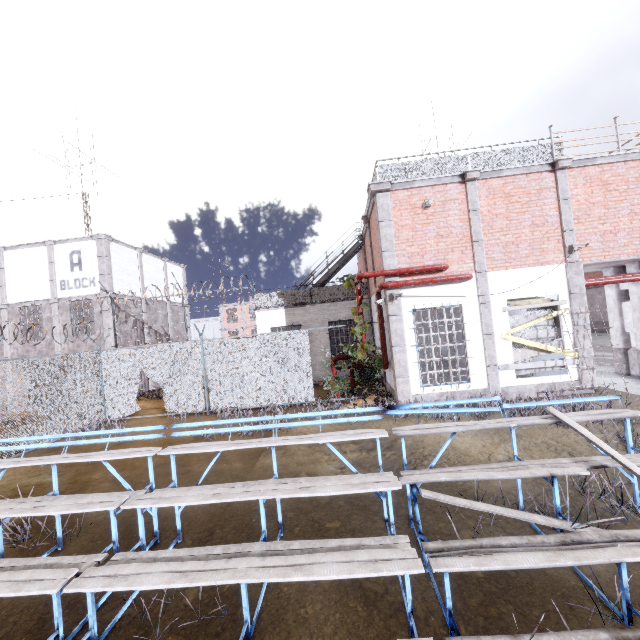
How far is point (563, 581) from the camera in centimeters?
331cm

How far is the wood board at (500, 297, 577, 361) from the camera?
10.12m

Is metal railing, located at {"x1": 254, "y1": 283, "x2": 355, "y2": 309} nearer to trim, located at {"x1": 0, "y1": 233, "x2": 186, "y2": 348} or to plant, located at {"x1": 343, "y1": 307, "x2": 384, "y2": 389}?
plant, located at {"x1": 343, "y1": 307, "x2": 384, "y2": 389}

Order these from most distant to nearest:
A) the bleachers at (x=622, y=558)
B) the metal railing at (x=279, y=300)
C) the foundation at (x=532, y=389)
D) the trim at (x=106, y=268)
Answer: the trim at (x=106, y=268)
the metal railing at (x=279, y=300)
the foundation at (x=532, y=389)
the bleachers at (x=622, y=558)

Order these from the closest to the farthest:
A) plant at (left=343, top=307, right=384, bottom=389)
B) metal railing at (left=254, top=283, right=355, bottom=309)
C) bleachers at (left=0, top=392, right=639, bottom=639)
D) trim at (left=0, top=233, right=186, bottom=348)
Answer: bleachers at (left=0, top=392, right=639, bottom=639)
plant at (left=343, top=307, right=384, bottom=389)
metal railing at (left=254, top=283, right=355, bottom=309)
trim at (left=0, top=233, right=186, bottom=348)

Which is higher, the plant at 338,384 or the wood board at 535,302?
the wood board at 535,302

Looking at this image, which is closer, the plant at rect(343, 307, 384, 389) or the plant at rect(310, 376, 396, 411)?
the plant at rect(310, 376, 396, 411)

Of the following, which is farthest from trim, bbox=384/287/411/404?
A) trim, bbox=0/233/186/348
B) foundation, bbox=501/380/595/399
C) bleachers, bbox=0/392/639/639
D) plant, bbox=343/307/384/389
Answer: trim, bbox=0/233/186/348
